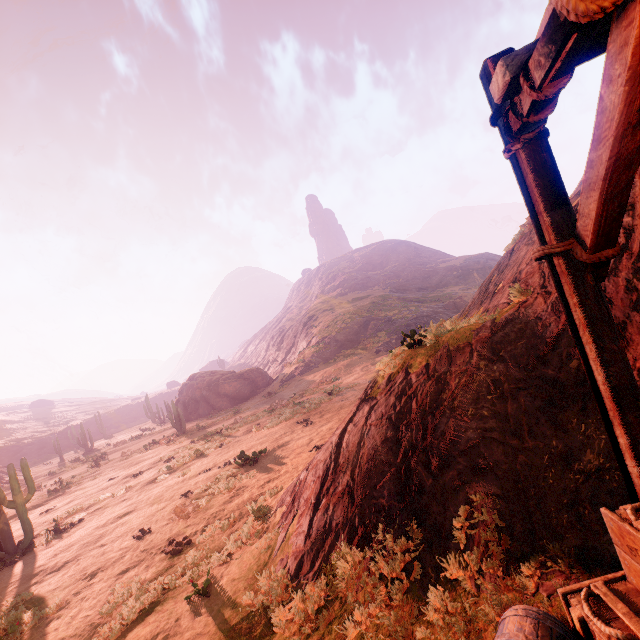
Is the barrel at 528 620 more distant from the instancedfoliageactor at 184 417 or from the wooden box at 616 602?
the instancedfoliageactor at 184 417

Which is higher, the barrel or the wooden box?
the wooden box

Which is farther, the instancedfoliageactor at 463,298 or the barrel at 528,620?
the instancedfoliageactor at 463,298

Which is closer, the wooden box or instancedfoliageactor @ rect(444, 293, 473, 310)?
the wooden box

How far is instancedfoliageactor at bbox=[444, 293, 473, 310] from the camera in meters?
41.7 m

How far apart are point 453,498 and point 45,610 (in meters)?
8.94

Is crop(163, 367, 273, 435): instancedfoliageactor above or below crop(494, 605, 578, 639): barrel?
above

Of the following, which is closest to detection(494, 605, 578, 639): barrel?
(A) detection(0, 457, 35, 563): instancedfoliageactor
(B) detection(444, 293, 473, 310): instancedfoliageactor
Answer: (A) detection(0, 457, 35, 563): instancedfoliageactor
